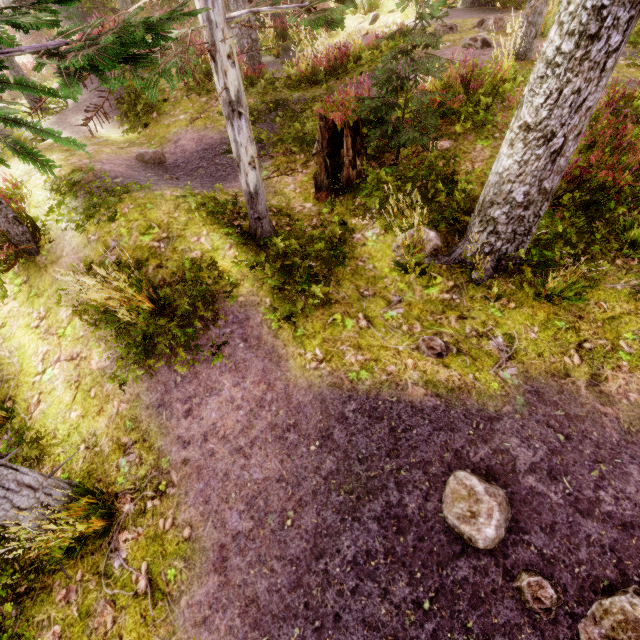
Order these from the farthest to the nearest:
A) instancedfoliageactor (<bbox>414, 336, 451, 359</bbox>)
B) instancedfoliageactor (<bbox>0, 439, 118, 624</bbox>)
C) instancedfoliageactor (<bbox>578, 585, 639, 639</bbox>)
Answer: instancedfoliageactor (<bbox>414, 336, 451, 359</bbox>)
instancedfoliageactor (<bbox>0, 439, 118, 624</bbox>)
instancedfoliageactor (<bbox>578, 585, 639, 639</bbox>)

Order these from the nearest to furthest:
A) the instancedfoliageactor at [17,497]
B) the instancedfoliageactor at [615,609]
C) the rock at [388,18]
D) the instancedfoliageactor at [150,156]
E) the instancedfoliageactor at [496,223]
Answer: the instancedfoliageactor at [496,223] < the instancedfoliageactor at [615,609] < the instancedfoliageactor at [17,497] < the instancedfoliageactor at [150,156] < the rock at [388,18]

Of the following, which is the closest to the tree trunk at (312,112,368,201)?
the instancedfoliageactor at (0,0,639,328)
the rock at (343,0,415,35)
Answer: the instancedfoliageactor at (0,0,639,328)

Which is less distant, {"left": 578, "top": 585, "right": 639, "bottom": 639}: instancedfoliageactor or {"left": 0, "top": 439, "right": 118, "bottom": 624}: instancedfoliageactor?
{"left": 578, "top": 585, "right": 639, "bottom": 639}: instancedfoliageactor

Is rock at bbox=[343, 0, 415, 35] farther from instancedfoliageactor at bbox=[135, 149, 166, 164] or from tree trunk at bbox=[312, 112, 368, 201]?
tree trunk at bbox=[312, 112, 368, 201]

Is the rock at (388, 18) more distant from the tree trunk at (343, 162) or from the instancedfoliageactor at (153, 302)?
the tree trunk at (343, 162)

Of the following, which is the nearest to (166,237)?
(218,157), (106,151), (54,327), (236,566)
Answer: (54,327)
